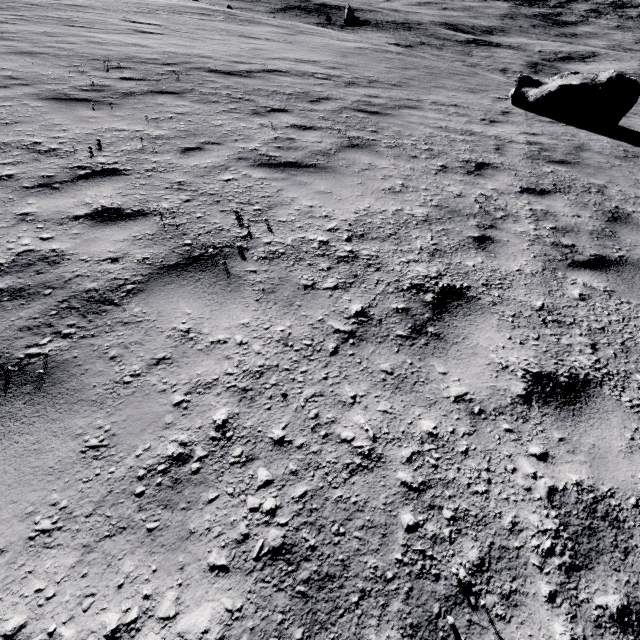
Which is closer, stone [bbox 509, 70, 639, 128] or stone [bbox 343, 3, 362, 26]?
stone [bbox 509, 70, 639, 128]

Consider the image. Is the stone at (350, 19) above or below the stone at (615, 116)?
below

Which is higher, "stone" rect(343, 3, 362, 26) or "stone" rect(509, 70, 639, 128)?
"stone" rect(509, 70, 639, 128)

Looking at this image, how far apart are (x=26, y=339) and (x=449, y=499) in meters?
2.7 m

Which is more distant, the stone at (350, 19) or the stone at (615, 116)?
the stone at (350, 19)
